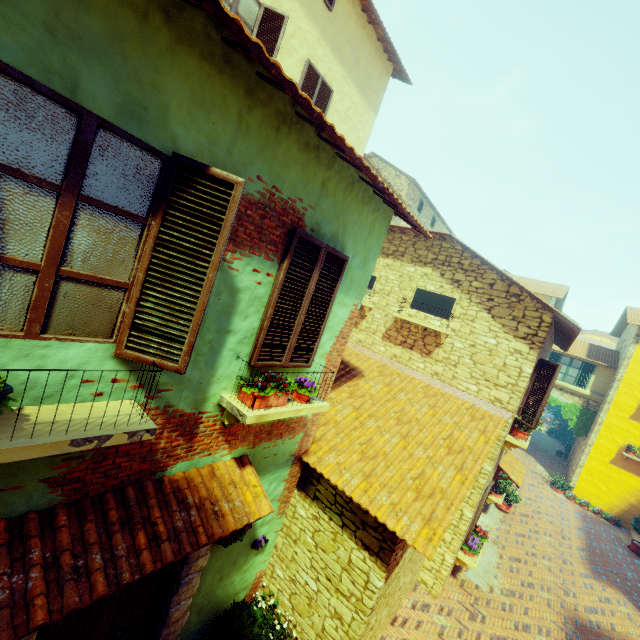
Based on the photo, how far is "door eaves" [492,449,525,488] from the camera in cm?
968

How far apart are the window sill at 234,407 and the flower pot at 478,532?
7.18m

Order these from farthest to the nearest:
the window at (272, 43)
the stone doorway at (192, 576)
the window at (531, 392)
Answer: the window at (531, 392) → the window at (272, 43) → the stone doorway at (192, 576)

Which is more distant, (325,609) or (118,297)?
(325,609)

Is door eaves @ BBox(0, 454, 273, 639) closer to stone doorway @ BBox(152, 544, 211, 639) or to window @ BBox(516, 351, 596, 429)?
stone doorway @ BBox(152, 544, 211, 639)

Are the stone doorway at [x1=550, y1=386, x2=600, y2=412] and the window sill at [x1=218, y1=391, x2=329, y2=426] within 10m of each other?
no

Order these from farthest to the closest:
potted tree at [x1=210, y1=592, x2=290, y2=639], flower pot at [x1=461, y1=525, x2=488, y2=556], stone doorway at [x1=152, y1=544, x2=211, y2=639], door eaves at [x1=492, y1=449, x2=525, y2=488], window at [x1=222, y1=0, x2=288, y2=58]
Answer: door eaves at [x1=492, y1=449, x2=525, y2=488]
flower pot at [x1=461, y1=525, x2=488, y2=556]
window at [x1=222, y1=0, x2=288, y2=58]
potted tree at [x1=210, y1=592, x2=290, y2=639]
stone doorway at [x1=152, y1=544, x2=211, y2=639]

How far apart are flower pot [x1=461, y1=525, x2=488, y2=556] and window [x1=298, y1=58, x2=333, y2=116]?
11.29m
